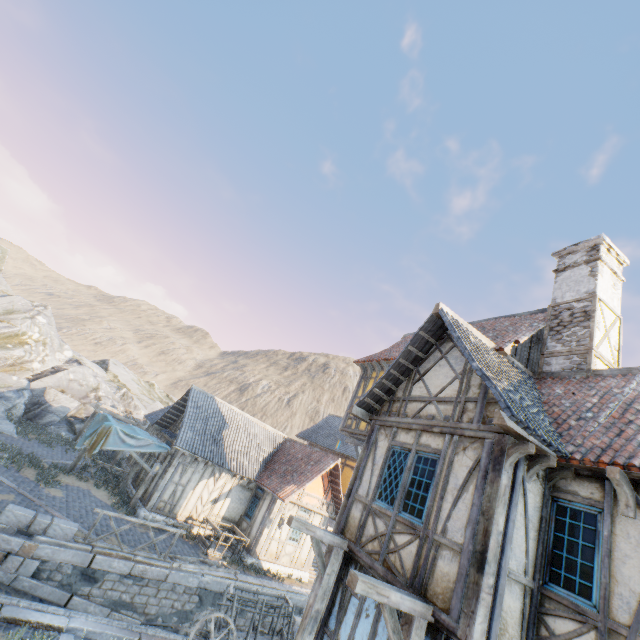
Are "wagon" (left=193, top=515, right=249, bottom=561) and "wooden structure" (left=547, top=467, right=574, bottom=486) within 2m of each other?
no

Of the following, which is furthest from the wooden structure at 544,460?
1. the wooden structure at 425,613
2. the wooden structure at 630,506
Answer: the wooden structure at 425,613

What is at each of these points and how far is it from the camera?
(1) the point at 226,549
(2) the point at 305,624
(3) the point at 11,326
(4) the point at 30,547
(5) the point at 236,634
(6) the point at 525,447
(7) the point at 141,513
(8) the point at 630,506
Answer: (1) wagon, 16.1m
(2) wooden structure, 6.6m
(3) rock, 23.3m
(4) stone blocks, 9.5m
(5) wagon, 8.2m
(6) wooden structure, 5.2m
(7) stone foundation, 14.8m
(8) wooden structure, 4.6m

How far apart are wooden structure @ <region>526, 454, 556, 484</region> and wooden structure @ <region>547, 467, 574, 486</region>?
0.4 meters

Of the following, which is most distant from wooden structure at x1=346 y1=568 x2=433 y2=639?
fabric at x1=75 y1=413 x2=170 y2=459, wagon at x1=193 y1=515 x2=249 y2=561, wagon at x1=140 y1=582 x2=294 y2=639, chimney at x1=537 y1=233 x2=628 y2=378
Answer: → fabric at x1=75 y1=413 x2=170 y2=459

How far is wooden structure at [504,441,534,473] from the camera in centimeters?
523cm

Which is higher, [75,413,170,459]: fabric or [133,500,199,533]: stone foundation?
[75,413,170,459]: fabric

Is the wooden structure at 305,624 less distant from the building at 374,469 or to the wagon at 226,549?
the building at 374,469
